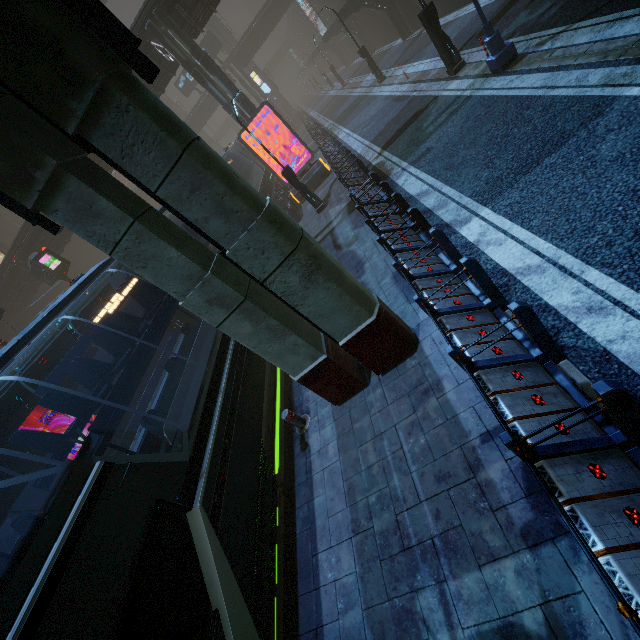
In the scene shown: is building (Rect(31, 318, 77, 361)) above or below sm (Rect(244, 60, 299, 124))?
above

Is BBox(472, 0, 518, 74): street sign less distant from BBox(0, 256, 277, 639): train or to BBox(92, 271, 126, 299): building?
BBox(92, 271, 126, 299): building

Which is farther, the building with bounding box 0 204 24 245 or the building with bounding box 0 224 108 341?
the building with bounding box 0 204 24 245

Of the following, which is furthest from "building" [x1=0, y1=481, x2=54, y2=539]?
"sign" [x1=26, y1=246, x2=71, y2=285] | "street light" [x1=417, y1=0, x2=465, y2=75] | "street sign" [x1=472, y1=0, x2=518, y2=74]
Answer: "street sign" [x1=472, y1=0, x2=518, y2=74]

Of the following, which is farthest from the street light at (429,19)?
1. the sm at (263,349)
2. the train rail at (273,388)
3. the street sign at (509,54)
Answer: the sm at (263,349)

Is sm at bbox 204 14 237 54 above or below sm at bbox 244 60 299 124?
above

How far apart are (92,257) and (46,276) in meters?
22.8

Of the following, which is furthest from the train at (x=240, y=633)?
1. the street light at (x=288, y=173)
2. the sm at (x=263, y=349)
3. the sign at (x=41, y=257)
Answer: the sign at (x=41, y=257)
